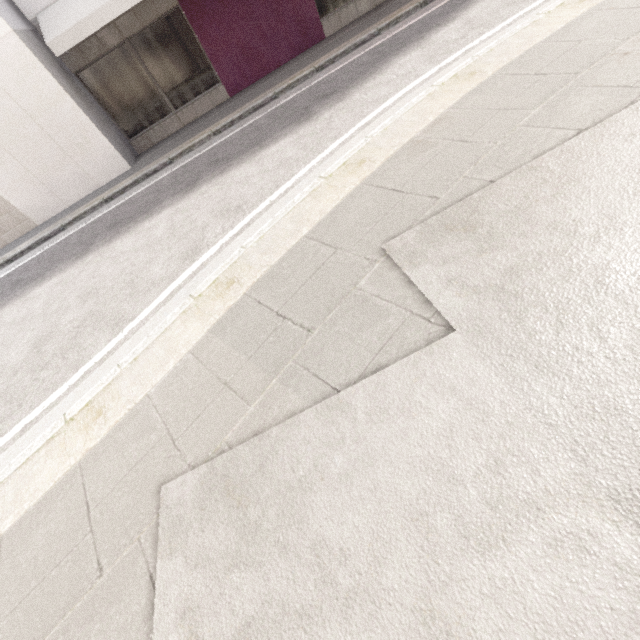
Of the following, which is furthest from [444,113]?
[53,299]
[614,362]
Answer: [53,299]
